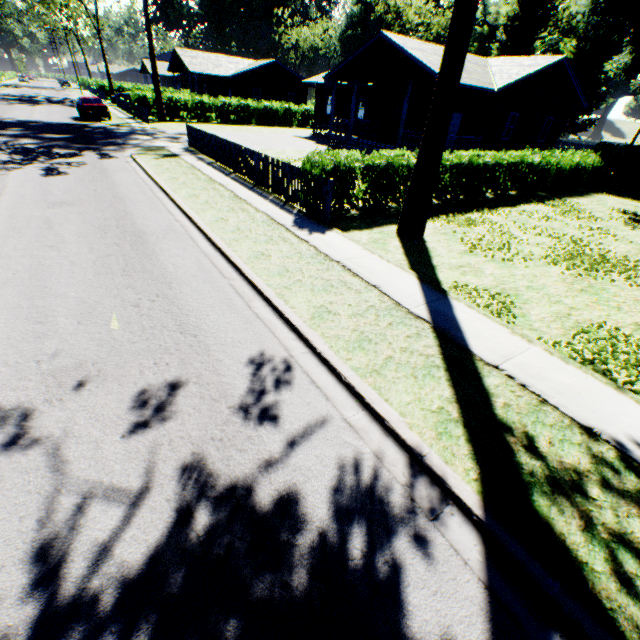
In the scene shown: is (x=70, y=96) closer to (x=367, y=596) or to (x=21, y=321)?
(x=21, y=321)

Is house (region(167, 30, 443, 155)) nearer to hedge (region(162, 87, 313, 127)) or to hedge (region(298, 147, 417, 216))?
hedge (region(298, 147, 417, 216))

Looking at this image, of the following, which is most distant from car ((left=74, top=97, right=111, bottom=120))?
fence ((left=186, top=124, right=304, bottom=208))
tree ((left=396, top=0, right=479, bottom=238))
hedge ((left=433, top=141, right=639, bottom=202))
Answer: tree ((left=396, top=0, right=479, bottom=238))

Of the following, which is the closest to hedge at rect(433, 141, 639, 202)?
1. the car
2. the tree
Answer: the tree

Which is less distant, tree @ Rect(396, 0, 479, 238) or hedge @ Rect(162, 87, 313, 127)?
tree @ Rect(396, 0, 479, 238)

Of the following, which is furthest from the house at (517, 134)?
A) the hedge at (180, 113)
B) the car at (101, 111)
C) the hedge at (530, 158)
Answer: the car at (101, 111)

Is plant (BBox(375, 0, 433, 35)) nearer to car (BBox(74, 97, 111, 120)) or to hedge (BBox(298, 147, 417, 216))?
car (BBox(74, 97, 111, 120))

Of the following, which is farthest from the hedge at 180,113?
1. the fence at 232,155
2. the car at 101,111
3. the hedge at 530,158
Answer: the hedge at 530,158
